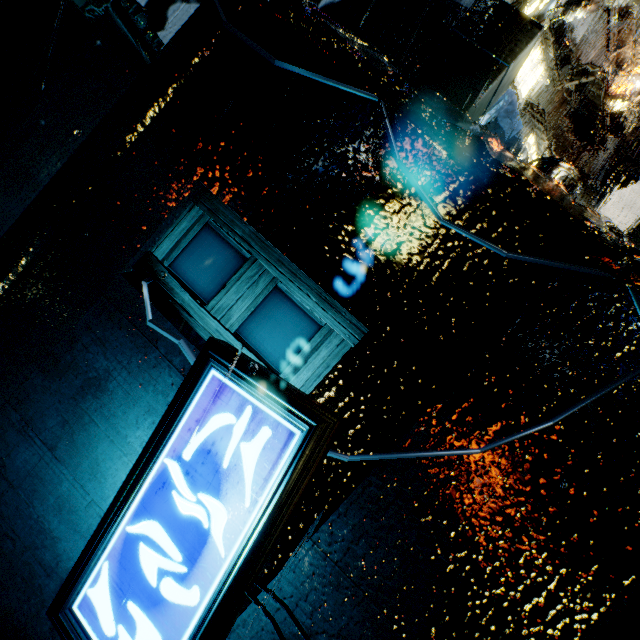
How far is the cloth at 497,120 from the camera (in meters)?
11.99

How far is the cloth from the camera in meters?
12.0 m

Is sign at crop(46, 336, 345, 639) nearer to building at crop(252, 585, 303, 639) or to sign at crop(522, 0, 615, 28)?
building at crop(252, 585, 303, 639)

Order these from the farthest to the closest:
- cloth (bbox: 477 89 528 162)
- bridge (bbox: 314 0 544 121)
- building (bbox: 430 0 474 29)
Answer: building (bbox: 430 0 474 29), cloth (bbox: 477 89 528 162), bridge (bbox: 314 0 544 121)

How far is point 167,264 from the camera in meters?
3.1 m

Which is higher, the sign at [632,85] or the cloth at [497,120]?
the sign at [632,85]

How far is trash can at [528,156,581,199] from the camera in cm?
434

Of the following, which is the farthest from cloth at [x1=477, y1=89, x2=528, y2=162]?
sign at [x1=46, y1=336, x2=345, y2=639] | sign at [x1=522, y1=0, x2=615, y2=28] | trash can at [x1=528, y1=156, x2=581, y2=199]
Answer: sign at [x1=46, y1=336, x2=345, y2=639]
